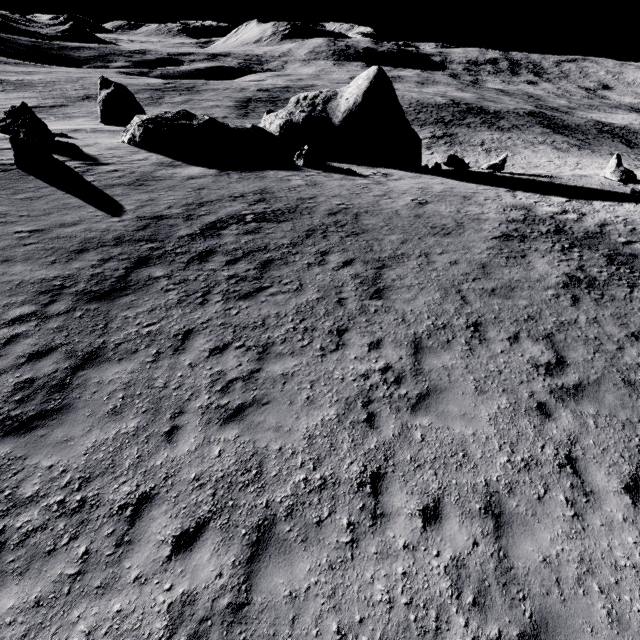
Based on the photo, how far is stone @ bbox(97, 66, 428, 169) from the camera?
20.9m

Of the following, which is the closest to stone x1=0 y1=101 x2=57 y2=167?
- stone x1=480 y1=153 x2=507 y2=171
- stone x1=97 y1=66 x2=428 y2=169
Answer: stone x1=97 y1=66 x2=428 y2=169

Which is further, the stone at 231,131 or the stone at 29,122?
the stone at 231,131

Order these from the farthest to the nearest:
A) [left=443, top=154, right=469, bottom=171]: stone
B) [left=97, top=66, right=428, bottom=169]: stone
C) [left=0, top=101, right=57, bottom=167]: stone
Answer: [left=443, top=154, right=469, bottom=171]: stone, [left=97, top=66, right=428, bottom=169]: stone, [left=0, top=101, right=57, bottom=167]: stone

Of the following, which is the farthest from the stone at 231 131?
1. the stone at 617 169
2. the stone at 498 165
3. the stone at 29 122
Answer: the stone at 617 169

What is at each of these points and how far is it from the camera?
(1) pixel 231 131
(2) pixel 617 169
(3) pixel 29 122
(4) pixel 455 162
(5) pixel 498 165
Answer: (1) stone, 22.70m
(2) stone, 25.56m
(3) stone, 18.38m
(4) stone, 26.27m
(5) stone, 27.34m

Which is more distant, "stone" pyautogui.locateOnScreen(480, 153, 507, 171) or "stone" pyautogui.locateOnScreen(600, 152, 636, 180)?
"stone" pyautogui.locateOnScreen(480, 153, 507, 171)
